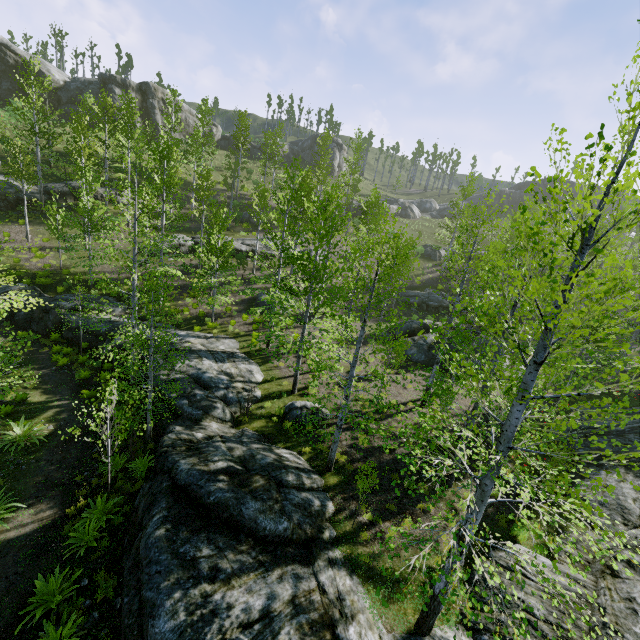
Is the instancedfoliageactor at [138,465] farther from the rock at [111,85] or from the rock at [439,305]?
the rock at [111,85]

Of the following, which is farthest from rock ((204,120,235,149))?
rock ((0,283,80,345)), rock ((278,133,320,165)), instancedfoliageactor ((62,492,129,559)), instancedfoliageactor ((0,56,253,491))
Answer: instancedfoliageactor ((62,492,129,559))

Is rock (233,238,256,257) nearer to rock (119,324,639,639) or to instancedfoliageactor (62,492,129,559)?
rock (119,324,639,639)

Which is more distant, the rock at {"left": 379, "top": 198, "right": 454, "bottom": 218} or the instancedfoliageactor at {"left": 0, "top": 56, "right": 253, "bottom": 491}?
the rock at {"left": 379, "top": 198, "right": 454, "bottom": 218}

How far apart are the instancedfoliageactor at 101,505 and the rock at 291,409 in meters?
6.1 m

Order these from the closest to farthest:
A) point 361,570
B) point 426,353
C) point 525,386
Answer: point 525,386
point 361,570
point 426,353

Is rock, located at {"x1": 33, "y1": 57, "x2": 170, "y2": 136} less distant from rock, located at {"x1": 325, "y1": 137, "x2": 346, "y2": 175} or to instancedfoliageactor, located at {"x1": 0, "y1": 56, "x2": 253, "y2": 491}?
rock, located at {"x1": 325, "y1": 137, "x2": 346, "y2": 175}

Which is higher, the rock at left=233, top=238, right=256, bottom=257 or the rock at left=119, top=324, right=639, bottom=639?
the rock at left=233, top=238, right=256, bottom=257
